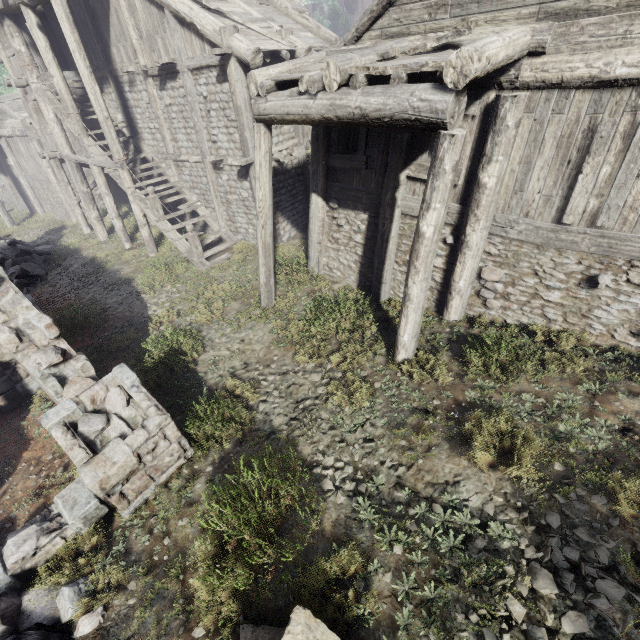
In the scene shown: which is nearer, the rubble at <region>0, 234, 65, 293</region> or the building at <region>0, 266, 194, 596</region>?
the building at <region>0, 266, 194, 596</region>

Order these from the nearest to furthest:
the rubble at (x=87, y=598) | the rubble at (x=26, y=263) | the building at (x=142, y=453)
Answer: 1. the rubble at (x=87, y=598)
2. the building at (x=142, y=453)
3. the rubble at (x=26, y=263)

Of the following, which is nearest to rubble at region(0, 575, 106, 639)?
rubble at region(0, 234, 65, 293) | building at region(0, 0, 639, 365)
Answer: building at region(0, 0, 639, 365)

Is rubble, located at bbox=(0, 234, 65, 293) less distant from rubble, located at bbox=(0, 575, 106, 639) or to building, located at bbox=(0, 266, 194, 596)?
building, located at bbox=(0, 266, 194, 596)

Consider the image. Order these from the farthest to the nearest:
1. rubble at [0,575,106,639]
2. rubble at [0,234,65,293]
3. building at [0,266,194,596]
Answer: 1. rubble at [0,234,65,293]
2. building at [0,266,194,596]
3. rubble at [0,575,106,639]

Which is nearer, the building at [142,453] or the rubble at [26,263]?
the building at [142,453]

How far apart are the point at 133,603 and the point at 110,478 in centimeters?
161cm
